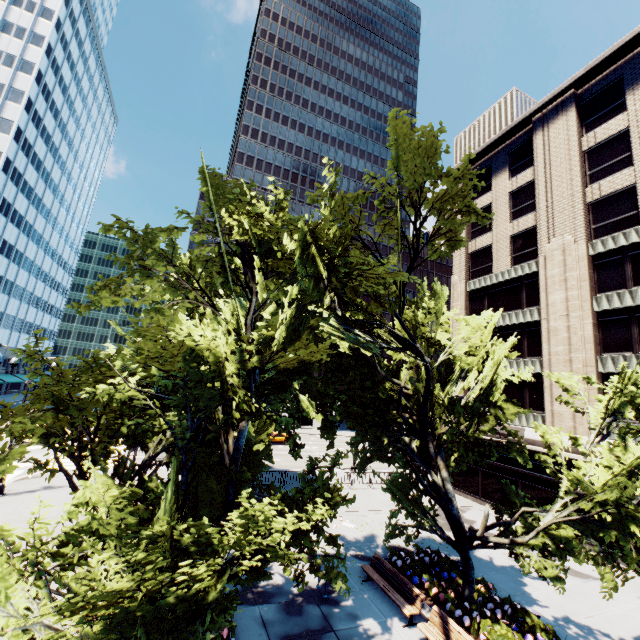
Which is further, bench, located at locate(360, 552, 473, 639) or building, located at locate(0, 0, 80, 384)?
building, located at locate(0, 0, 80, 384)

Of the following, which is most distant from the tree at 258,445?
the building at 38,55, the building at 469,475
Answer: the building at 469,475

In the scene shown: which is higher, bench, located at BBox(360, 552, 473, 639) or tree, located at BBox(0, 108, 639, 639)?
tree, located at BBox(0, 108, 639, 639)

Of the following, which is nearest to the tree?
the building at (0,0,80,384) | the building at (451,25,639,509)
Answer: the building at (0,0,80,384)

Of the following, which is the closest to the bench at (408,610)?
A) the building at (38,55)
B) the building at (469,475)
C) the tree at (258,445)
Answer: the tree at (258,445)

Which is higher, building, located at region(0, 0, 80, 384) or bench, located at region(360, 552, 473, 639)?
building, located at region(0, 0, 80, 384)

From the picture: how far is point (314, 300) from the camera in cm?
710

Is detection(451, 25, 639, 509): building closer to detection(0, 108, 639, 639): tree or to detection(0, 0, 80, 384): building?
detection(0, 108, 639, 639): tree
